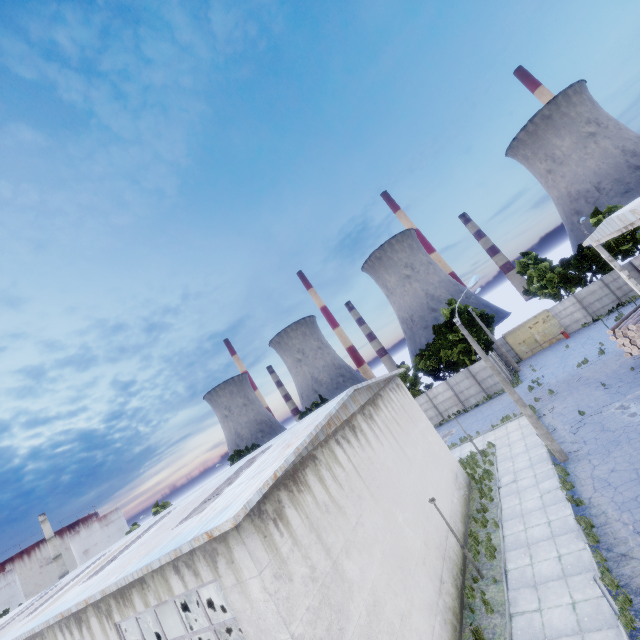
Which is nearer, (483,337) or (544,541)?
(544,541)

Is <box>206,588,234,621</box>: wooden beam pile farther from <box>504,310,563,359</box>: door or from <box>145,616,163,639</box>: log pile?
<box>504,310,563,359</box>: door

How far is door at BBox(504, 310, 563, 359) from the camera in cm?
3875

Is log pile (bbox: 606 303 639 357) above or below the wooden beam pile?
above

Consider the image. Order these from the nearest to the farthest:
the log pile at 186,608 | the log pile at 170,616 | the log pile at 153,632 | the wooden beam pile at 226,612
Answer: the wooden beam pile at 226,612, the log pile at 153,632, the log pile at 170,616, the log pile at 186,608

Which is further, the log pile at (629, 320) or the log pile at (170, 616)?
the log pile at (170, 616)

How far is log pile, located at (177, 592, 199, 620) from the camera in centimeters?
2826cm

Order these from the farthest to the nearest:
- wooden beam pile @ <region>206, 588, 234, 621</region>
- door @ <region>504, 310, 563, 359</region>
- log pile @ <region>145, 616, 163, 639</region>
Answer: door @ <region>504, 310, 563, 359</region> < log pile @ <region>145, 616, 163, 639</region> < wooden beam pile @ <region>206, 588, 234, 621</region>
